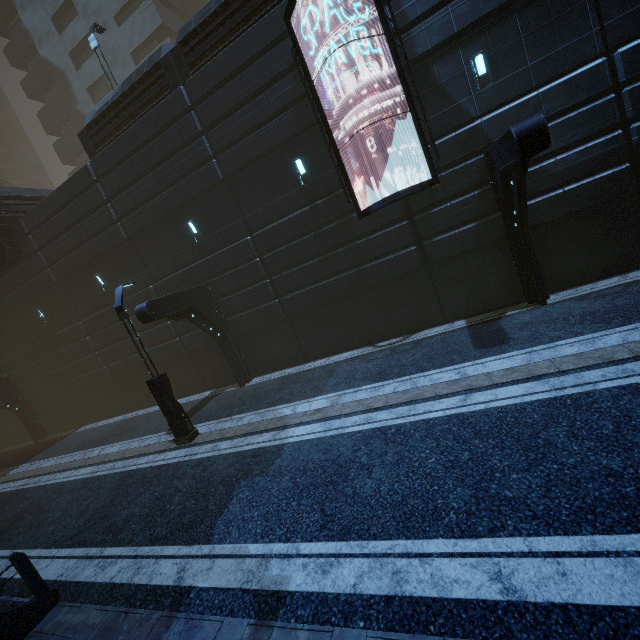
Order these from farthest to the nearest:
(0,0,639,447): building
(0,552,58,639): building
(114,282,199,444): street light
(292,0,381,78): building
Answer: (114,282,199,444): street light → (292,0,381,78): building → (0,0,639,447): building → (0,552,58,639): building

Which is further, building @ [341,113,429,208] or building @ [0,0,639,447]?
building @ [341,113,429,208]

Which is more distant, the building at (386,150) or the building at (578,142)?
the building at (386,150)

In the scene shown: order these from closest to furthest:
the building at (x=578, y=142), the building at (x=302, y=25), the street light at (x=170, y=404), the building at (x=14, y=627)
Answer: the building at (x=14, y=627) < the building at (x=578, y=142) < the building at (x=302, y=25) < the street light at (x=170, y=404)

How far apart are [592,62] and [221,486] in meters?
14.5 m

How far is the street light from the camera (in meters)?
10.27

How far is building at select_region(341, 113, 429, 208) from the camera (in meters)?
10.45
